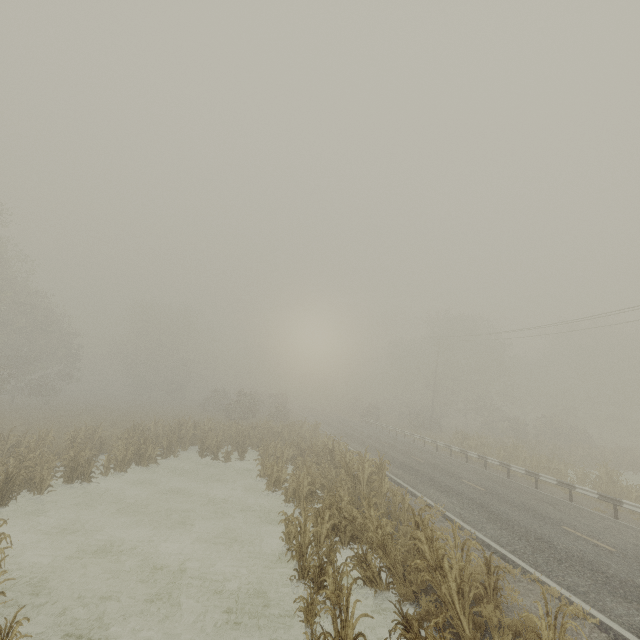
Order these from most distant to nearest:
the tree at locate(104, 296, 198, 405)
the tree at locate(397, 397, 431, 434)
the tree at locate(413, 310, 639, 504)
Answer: the tree at locate(104, 296, 198, 405) → the tree at locate(397, 397, 431, 434) → the tree at locate(413, 310, 639, 504)

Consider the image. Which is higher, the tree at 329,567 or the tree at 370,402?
the tree at 370,402

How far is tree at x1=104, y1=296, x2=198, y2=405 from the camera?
51.4m

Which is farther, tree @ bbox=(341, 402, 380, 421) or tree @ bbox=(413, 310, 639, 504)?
tree @ bbox=(341, 402, 380, 421)

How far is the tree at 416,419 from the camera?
39.88m

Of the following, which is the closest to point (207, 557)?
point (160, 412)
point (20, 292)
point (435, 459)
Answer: point (435, 459)

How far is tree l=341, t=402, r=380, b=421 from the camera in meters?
45.9 m
